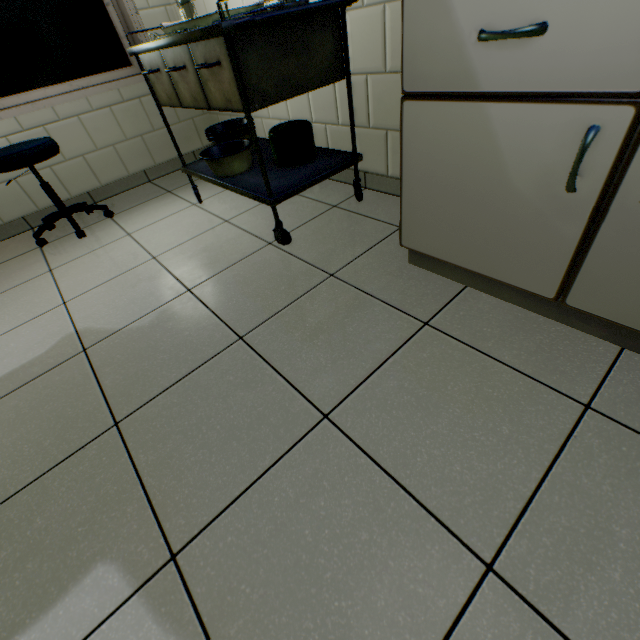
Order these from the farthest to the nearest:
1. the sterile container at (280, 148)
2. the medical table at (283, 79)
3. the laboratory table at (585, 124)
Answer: the sterile container at (280, 148), the medical table at (283, 79), the laboratory table at (585, 124)

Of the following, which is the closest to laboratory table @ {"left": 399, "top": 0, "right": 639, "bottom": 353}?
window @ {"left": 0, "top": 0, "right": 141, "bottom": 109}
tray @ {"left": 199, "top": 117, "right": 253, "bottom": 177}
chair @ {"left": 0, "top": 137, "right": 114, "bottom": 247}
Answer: tray @ {"left": 199, "top": 117, "right": 253, "bottom": 177}

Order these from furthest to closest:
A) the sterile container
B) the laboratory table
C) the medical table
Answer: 1. the sterile container
2. the medical table
3. the laboratory table

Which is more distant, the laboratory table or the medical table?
the medical table

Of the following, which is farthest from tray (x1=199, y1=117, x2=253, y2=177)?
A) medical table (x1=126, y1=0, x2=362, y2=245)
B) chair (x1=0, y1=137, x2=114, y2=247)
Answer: chair (x1=0, y1=137, x2=114, y2=247)

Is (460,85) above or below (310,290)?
above

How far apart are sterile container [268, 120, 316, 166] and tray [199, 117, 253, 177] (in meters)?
0.13

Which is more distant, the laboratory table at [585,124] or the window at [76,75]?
the window at [76,75]
